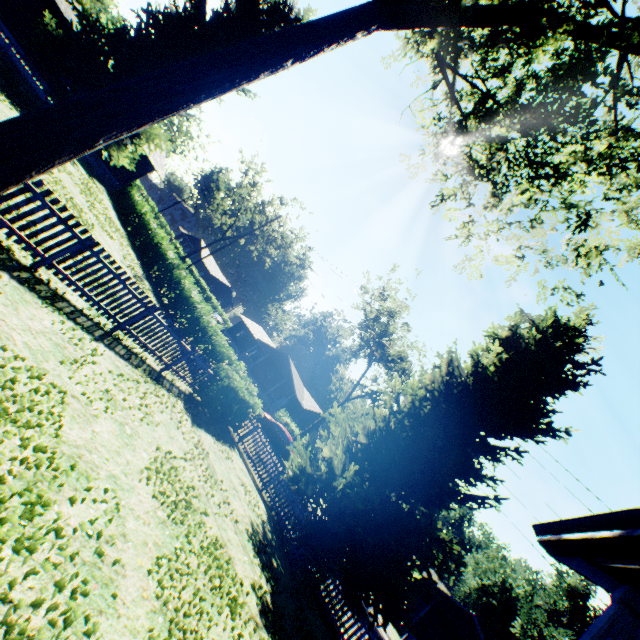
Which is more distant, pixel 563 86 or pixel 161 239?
pixel 161 239

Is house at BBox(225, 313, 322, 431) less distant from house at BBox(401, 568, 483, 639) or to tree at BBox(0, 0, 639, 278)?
house at BBox(401, 568, 483, 639)

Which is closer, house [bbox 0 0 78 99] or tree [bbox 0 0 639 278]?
tree [bbox 0 0 639 278]

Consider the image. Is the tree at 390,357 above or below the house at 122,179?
above

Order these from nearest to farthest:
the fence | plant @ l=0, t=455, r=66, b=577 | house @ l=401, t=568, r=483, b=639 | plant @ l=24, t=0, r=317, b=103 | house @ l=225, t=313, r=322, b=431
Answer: plant @ l=0, t=455, r=66, b=577
the fence
plant @ l=24, t=0, r=317, b=103
house @ l=401, t=568, r=483, b=639
house @ l=225, t=313, r=322, b=431

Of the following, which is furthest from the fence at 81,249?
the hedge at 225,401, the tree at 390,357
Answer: the tree at 390,357

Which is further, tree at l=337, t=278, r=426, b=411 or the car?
tree at l=337, t=278, r=426, b=411

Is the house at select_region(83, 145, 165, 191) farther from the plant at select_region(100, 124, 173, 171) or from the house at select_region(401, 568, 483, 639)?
the house at select_region(401, 568, 483, 639)
